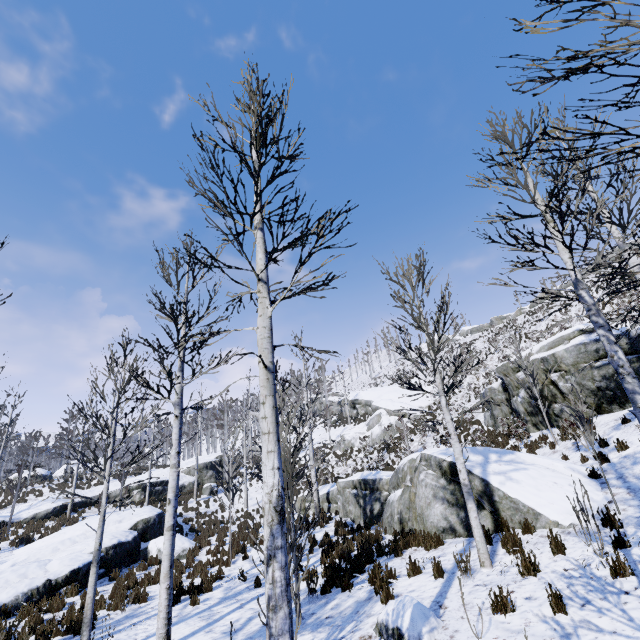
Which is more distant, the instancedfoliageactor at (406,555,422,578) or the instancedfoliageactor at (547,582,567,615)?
the instancedfoliageactor at (406,555,422,578)

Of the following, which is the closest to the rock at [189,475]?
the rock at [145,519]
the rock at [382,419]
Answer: the rock at [145,519]

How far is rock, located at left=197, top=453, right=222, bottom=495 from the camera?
28.5m

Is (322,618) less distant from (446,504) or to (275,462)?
(446,504)

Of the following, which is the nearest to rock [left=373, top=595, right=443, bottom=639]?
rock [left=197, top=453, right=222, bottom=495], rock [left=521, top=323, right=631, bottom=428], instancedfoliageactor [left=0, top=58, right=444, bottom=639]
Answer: instancedfoliageactor [left=0, top=58, right=444, bottom=639]

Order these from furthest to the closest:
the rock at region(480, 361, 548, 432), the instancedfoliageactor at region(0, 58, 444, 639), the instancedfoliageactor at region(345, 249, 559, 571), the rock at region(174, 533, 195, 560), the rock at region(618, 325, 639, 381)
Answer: the rock at region(480, 361, 548, 432) < the rock at region(174, 533, 195, 560) < the rock at region(618, 325, 639, 381) < the instancedfoliageactor at region(345, 249, 559, 571) < the instancedfoliageactor at region(0, 58, 444, 639)

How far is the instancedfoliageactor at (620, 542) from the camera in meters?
4.6

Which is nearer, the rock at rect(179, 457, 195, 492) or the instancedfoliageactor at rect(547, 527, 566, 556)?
the instancedfoliageactor at rect(547, 527, 566, 556)
